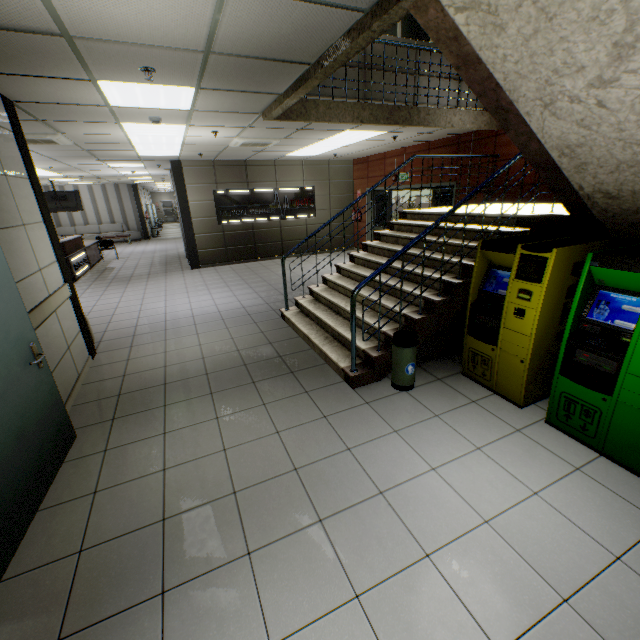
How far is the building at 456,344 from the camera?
4.1m

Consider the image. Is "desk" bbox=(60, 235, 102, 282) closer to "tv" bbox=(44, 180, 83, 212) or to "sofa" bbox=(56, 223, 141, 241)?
"tv" bbox=(44, 180, 83, 212)

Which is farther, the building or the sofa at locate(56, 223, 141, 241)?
the sofa at locate(56, 223, 141, 241)

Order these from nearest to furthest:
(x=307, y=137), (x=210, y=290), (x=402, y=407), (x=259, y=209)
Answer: (x=402, y=407) → (x=307, y=137) → (x=210, y=290) → (x=259, y=209)

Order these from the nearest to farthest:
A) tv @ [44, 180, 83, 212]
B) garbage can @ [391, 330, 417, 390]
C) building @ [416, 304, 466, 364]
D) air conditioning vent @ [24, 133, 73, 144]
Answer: garbage can @ [391, 330, 417, 390]
building @ [416, 304, 466, 364]
air conditioning vent @ [24, 133, 73, 144]
tv @ [44, 180, 83, 212]

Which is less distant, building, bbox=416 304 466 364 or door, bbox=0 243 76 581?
door, bbox=0 243 76 581

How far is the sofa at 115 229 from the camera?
18.31m

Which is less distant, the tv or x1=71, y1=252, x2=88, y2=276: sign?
x1=71, y1=252, x2=88, y2=276: sign
